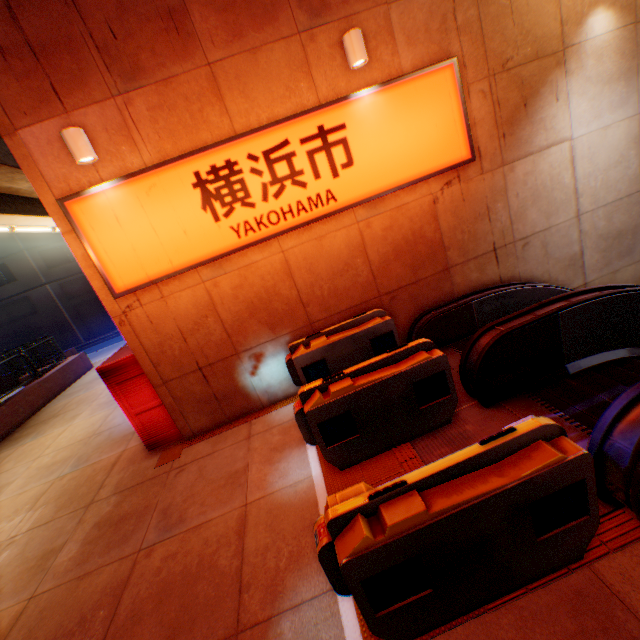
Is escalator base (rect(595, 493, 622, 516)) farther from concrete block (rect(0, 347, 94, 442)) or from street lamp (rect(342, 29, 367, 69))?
concrete block (rect(0, 347, 94, 442))

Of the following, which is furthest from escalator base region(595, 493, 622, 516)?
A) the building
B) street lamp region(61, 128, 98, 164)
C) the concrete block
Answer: the building

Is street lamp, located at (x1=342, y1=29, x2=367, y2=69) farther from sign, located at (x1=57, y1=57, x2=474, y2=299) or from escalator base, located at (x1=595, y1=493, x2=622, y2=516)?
escalator base, located at (x1=595, y1=493, x2=622, y2=516)

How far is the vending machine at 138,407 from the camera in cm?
607

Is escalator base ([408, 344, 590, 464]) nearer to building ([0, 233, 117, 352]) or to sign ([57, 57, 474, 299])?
sign ([57, 57, 474, 299])

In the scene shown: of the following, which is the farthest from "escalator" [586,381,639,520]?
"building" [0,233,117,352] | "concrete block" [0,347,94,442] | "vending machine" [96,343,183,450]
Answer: "building" [0,233,117,352]

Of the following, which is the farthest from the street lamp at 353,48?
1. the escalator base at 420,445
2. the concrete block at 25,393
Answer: the concrete block at 25,393

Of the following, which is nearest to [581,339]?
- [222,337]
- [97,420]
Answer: [222,337]
